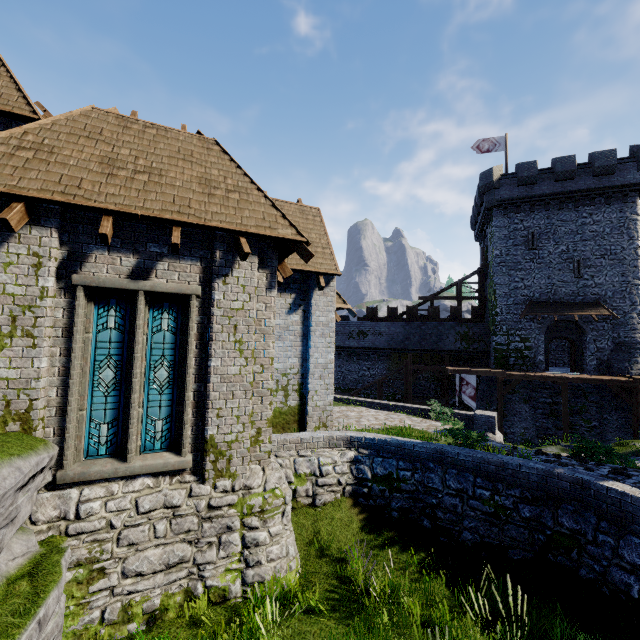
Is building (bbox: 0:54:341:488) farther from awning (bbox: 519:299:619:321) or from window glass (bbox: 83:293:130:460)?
awning (bbox: 519:299:619:321)

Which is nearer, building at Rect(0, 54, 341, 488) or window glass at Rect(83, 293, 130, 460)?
building at Rect(0, 54, 341, 488)

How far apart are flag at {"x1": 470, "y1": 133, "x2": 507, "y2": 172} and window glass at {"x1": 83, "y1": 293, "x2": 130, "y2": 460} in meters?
32.3 m

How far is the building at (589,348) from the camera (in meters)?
24.22

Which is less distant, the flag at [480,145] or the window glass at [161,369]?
the window glass at [161,369]

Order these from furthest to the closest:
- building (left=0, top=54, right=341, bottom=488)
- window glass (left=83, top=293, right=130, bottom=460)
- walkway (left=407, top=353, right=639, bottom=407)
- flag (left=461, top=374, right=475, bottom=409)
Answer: flag (left=461, top=374, right=475, bottom=409)
walkway (left=407, top=353, right=639, bottom=407)
window glass (left=83, top=293, right=130, bottom=460)
building (left=0, top=54, right=341, bottom=488)

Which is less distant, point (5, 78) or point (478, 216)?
point (5, 78)

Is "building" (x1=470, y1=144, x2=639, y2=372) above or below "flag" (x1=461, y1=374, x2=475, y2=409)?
above
